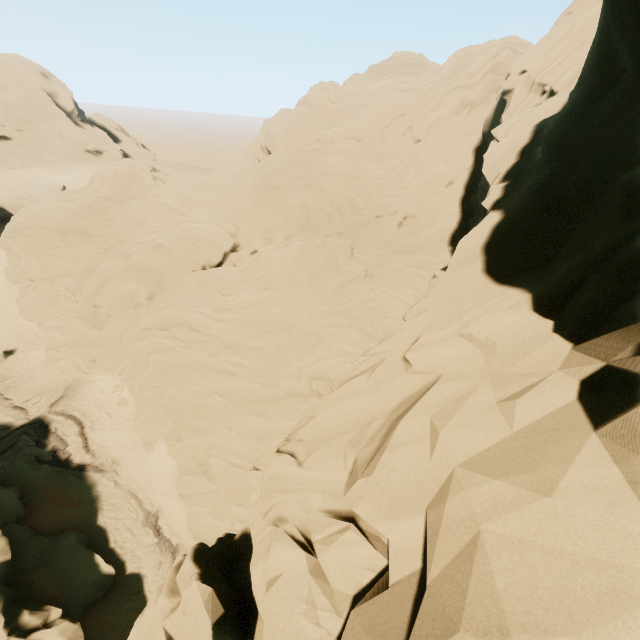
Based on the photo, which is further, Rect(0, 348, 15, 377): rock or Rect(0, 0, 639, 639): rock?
Rect(0, 348, 15, 377): rock

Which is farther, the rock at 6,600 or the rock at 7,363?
the rock at 7,363

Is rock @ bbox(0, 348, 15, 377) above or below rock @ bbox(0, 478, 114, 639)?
below

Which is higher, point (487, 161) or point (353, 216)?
point (487, 161)

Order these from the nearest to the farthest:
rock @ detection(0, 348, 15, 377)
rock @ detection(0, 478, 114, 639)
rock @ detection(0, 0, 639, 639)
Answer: rock @ detection(0, 0, 639, 639)
rock @ detection(0, 478, 114, 639)
rock @ detection(0, 348, 15, 377)
